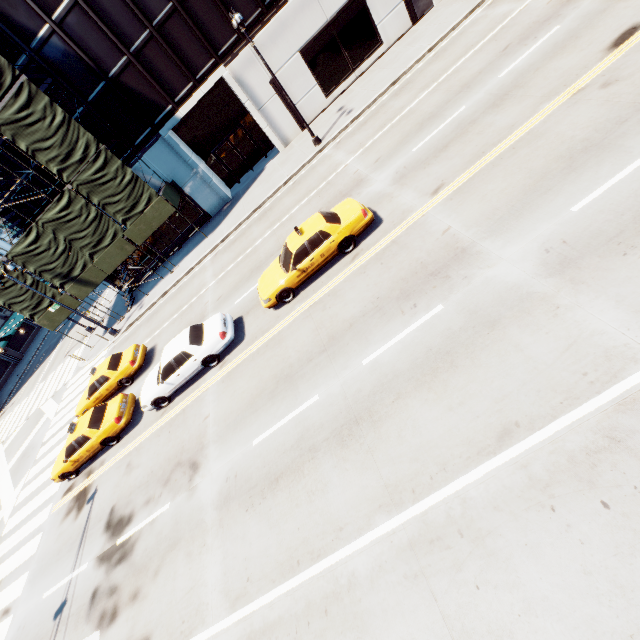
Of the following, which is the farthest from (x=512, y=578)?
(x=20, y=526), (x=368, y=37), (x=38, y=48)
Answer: (x=38, y=48)

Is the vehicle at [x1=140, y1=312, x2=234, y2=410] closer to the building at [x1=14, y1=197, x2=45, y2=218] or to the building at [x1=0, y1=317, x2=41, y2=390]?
the building at [x1=14, y1=197, x2=45, y2=218]

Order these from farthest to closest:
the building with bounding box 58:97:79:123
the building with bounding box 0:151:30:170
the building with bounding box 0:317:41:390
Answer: the building with bounding box 0:317:41:390, the building with bounding box 0:151:30:170, the building with bounding box 58:97:79:123

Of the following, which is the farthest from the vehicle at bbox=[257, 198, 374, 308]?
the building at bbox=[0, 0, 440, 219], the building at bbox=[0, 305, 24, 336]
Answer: the building at bbox=[0, 305, 24, 336]

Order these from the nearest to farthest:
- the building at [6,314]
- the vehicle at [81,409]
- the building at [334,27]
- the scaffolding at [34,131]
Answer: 1. the vehicle at [81,409]
2. the scaffolding at [34,131]
3. the building at [334,27]
4. the building at [6,314]

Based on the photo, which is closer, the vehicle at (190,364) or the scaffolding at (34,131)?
the vehicle at (190,364)

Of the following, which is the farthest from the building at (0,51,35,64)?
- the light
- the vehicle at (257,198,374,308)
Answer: the vehicle at (257,198,374,308)

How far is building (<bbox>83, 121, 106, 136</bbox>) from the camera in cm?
2058
